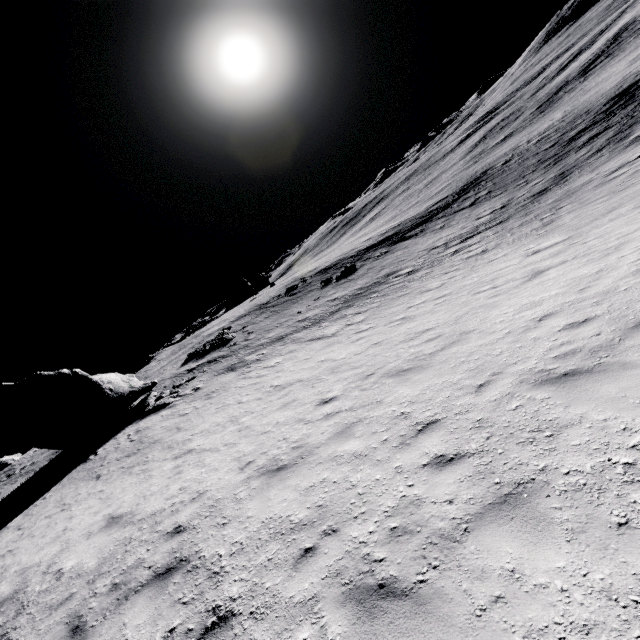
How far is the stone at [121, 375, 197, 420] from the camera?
19.6m

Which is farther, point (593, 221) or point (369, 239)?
point (369, 239)

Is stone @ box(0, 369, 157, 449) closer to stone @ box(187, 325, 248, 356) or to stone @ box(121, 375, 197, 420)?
stone @ box(121, 375, 197, 420)

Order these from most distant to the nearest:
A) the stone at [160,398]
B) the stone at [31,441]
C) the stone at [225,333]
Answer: the stone at [225,333], the stone at [160,398], the stone at [31,441]

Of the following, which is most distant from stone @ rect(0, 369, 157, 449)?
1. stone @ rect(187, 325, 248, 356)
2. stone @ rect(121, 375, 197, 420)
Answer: stone @ rect(187, 325, 248, 356)

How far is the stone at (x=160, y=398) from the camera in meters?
19.6

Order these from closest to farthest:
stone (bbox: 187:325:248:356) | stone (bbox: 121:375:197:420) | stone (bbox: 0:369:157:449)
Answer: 1. stone (bbox: 0:369:157:449)
2. stone (bbox: 121:375:197:420)
3. stone (bbox: 187:325:248:356)

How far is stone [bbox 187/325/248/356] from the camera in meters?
30.0 m
